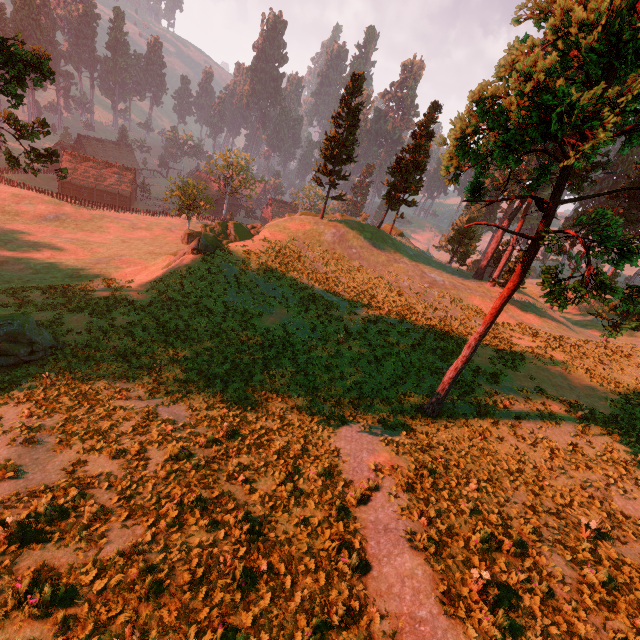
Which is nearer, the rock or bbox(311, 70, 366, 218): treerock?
the rock

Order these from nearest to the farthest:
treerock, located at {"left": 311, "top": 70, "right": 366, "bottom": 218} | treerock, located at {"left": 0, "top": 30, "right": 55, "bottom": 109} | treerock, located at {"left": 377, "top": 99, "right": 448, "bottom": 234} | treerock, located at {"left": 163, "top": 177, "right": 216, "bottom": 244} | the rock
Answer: treerock, located at {"left": 0, "top": 30, "right": 55, "bottom": 109}, the rock, treerock, located at {"left": 311, "top": 70, "right": 366, "bottom": 218}, treerock, located at {"left": 377, "top": 99, "right": 448, "bottom": 234}, treerock, located at {"left": 163, "top": 177, "right": 216, "bottom": 244}

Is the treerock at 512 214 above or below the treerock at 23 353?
above

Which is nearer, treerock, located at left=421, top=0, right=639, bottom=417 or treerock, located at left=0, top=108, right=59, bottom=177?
treerock, located at left=421, top=0, right=639, bottom=417

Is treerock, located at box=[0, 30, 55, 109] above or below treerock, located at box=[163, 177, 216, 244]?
above

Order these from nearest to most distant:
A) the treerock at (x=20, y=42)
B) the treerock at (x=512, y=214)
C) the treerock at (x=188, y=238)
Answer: the treerock at (x=512, y=214) → the treerock at (x=20, y=42) → the treerock at (x=188, y=238)

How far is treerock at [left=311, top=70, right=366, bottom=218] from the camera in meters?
36.3 m

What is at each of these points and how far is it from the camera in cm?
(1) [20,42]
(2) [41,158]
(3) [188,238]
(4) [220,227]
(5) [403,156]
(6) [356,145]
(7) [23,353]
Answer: (1) treerock, 2341
(2) treerock, 2672
(3) treerock, 5219
(4) rock, 3469
(5) treerock, 4347
(6) treerock, 3856
(7) treerock, 1919
